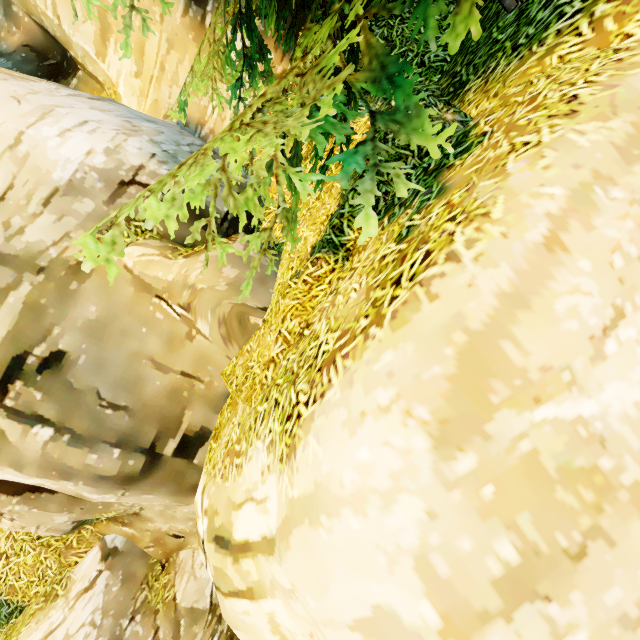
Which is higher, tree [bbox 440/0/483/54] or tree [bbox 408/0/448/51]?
tree [bbox 408/0/448/51]

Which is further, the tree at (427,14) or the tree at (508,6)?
the tree at (508,6)

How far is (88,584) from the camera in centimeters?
591cm

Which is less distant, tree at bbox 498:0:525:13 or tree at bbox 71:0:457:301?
tree at bbox 71:0:457:301
